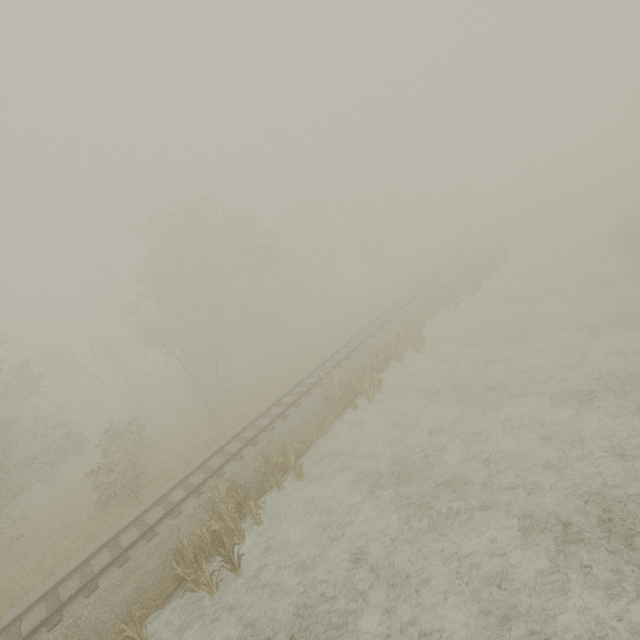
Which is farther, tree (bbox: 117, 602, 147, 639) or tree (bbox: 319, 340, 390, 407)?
tree (bbox: 319, 340, 390, 407)

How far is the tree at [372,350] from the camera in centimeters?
1528cm

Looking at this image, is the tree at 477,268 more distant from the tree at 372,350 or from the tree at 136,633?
the tree at 136,633

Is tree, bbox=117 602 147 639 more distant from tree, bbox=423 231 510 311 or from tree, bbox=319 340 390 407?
tree, bbox=423 231 510 311

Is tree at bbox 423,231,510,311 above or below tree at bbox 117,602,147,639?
above

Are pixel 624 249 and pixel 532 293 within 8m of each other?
yes

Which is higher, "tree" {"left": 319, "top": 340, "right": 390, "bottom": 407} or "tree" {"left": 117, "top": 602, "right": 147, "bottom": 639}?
"tree" {"left": 319, "top": 340, "right": 390, "bottom": 407}

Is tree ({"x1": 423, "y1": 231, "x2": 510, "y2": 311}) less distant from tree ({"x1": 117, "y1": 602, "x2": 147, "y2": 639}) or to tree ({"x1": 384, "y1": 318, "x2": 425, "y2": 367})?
tree ({"x1": 384, "y1": 318, "x2": 425, "y2": 367})
